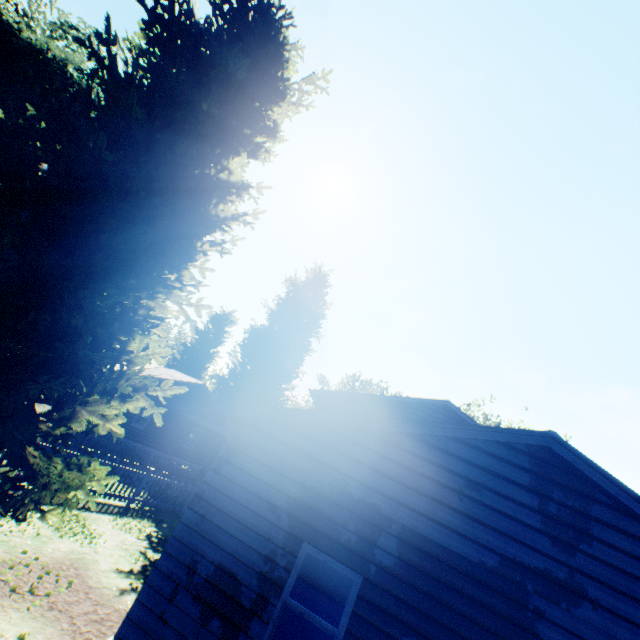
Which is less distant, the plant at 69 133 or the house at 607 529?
the house at 607 529

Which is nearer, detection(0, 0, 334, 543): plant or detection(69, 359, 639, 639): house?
detection(69, 359, 639, 639): house

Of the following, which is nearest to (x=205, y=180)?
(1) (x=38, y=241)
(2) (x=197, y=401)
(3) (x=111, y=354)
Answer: (1) (x=38, y=241)
